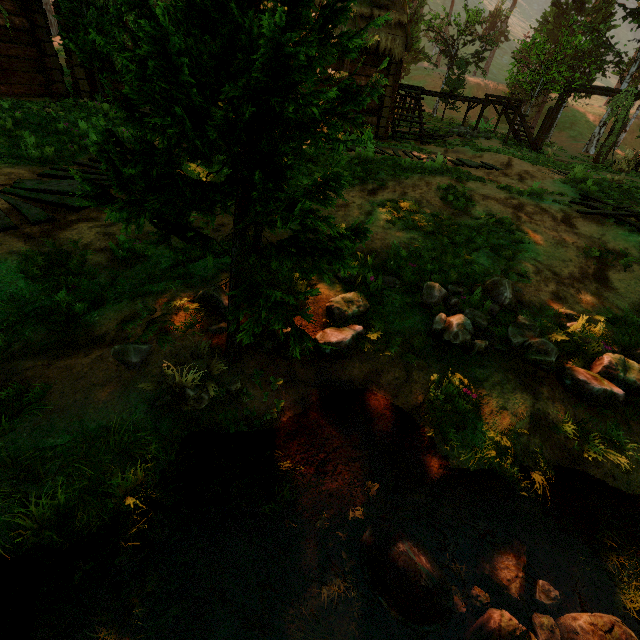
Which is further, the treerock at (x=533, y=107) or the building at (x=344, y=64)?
the treerock at (x=533, y=107)

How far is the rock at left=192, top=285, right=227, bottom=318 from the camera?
3.8 meters

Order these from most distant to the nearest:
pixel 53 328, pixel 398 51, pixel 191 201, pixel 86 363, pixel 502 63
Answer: pixel 502 63, pixel 398 51, pixel 53 328, pixel 86 363, pixel 191 201

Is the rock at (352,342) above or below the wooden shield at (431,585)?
above

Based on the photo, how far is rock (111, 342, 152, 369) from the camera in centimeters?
316cm

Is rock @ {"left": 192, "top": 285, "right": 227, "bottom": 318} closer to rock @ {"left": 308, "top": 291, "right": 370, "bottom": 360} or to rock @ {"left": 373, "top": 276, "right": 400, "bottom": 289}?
rock @ {"left": 308, "top": 291, "right": 370, "bottom": 360}

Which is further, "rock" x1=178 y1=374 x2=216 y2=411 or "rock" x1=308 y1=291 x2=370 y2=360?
"rock" x1=308 y1=291 x2=370 y2=360

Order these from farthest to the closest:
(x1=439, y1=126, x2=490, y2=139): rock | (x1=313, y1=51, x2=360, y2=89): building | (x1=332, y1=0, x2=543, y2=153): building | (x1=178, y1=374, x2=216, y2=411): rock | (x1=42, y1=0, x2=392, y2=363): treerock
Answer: (x1=439, y1=126, x2=490, y2=139): rock, (x1=313, y1=51, x2=360, y2=89): building, (x1=332, y1=0, x2=543, y2=153): building, (x1=178, y1=374, x2=216, y2=411): rock, (x1=42, y1=0, x2=392, y2=363): treerock
